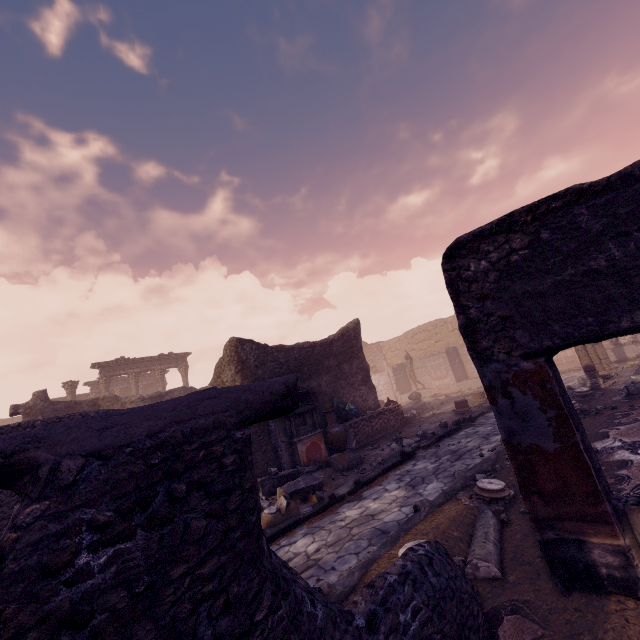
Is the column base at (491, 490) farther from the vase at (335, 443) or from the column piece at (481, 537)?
the vase at (335, 443)

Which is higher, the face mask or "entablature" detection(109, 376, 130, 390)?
"entablature" detection(109, 376, 130, 390)

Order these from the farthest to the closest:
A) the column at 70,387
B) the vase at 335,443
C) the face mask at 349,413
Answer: the column at 70,387 → the face mask at 349,413 → the vase at 335,443

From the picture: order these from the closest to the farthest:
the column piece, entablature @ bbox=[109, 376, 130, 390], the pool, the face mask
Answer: the column piece, the pool, the face mask, entablature @ bbox=[109, 376, 130, 390]

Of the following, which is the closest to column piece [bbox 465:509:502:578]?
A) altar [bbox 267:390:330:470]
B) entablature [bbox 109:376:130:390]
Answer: → altar [bbox 267:390:330:470]

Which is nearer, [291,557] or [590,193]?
[590,193]

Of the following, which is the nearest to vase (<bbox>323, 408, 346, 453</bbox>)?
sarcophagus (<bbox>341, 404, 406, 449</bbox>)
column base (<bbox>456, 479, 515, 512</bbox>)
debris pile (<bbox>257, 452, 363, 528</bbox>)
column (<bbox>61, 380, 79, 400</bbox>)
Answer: sarcophagus (<bbox>341, 404, 406, 449</bbox>)

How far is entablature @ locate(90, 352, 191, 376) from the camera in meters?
21.8 m
